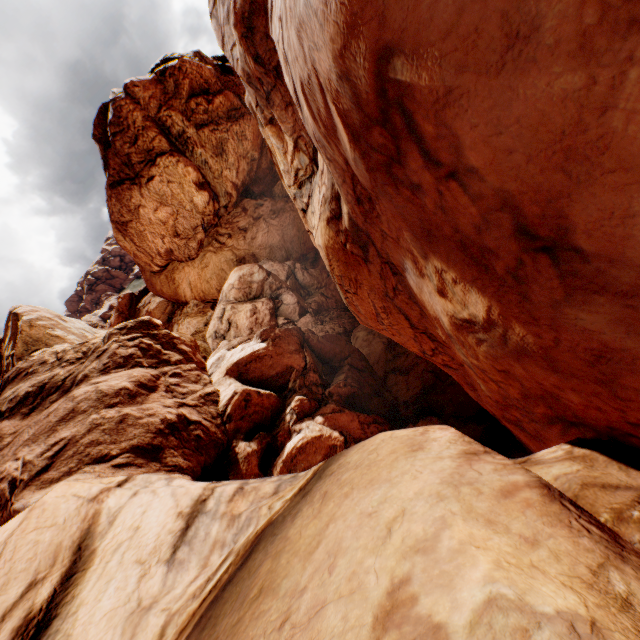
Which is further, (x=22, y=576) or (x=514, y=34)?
(x=22, y=576)
